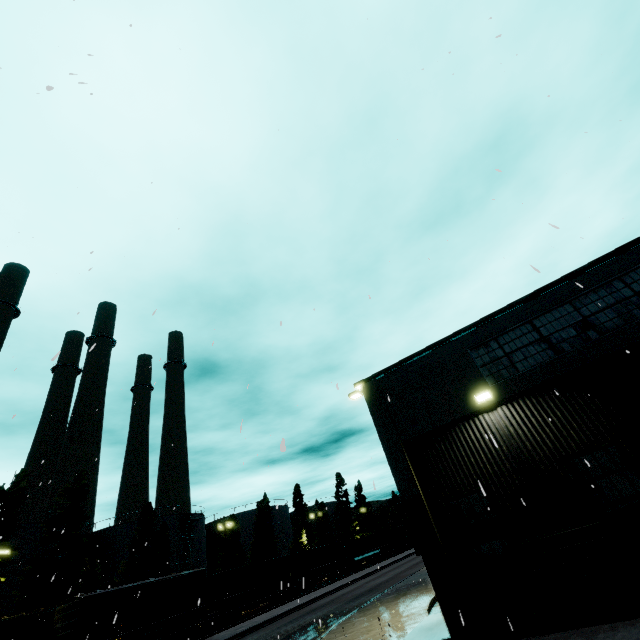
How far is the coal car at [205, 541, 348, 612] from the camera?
31.7 meters

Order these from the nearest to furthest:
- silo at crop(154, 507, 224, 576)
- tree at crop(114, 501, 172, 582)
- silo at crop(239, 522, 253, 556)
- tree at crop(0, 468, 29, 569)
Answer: tree at crop(0, 468, 29, 569)
tree at crop(114, 501, 172, 582)
silo at crop(154, 507, 224, 576)
silo at crop(239, 522, 253, 556)

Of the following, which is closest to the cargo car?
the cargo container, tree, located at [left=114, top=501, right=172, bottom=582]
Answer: tree, located at [left=114, top=501, right=172, bottom=582]

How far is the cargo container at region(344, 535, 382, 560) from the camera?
51.9m

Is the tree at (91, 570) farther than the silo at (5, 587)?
No

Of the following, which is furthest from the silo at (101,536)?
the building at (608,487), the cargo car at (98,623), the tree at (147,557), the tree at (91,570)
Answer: the building at (608,487)

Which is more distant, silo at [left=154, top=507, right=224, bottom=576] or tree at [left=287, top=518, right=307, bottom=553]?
tree at [left=287, top=518, right=307, bottom=553]

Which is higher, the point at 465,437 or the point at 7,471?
the point at 7,471
